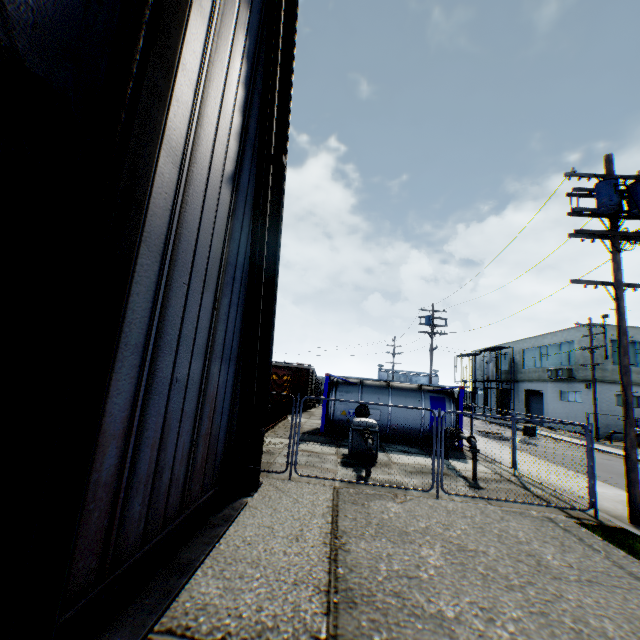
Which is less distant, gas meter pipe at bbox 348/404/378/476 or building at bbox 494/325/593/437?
gas meter pipe at bbox 348/404/378/476

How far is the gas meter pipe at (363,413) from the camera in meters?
9.5

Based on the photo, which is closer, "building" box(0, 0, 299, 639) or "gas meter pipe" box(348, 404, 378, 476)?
"building" box(0, 0, 299, 639)

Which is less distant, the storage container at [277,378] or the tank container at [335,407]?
the storage container at [277,378]

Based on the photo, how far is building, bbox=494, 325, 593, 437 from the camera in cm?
2905

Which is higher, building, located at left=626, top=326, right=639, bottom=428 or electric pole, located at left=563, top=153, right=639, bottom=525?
building, located at left=626, top=326, right=639, bottom=428

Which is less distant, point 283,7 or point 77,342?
point 77,342

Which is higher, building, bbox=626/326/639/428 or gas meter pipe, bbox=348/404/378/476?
building, bbox=626/326/639/428
